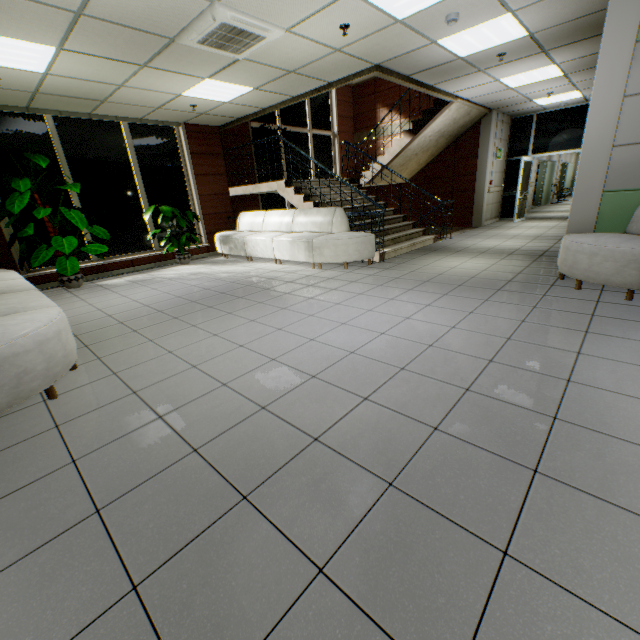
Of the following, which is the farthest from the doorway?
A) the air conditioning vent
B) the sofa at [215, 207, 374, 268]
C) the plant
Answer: the plant

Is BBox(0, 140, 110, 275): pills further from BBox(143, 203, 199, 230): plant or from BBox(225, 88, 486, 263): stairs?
BBox(225, 88, 486, 263): stairs

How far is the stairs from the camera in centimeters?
693cm

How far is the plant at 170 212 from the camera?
7.2 meters

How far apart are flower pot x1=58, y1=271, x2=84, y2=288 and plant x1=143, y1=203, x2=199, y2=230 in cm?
203

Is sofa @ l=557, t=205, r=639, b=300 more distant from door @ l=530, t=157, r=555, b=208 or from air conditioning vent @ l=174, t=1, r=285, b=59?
door @ l=530, t=157, r=555, b=208

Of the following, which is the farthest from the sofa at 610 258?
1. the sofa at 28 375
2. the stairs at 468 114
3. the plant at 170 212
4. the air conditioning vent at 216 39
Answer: the plant at 170 212

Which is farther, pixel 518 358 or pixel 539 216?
pixel 539 216
